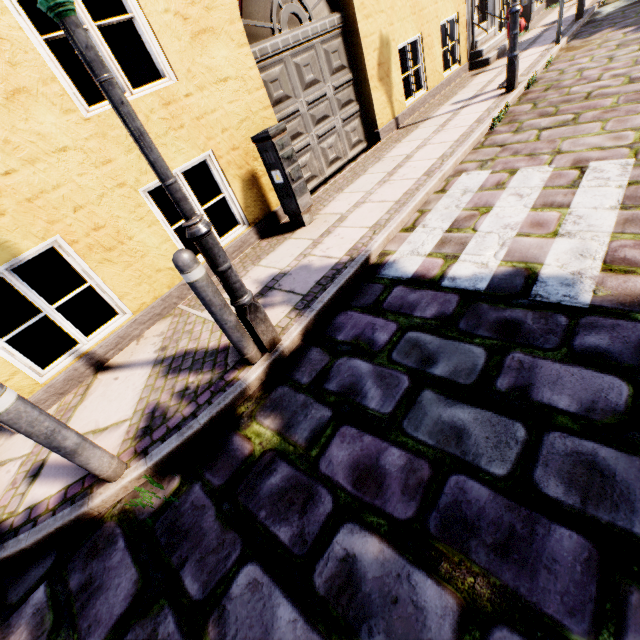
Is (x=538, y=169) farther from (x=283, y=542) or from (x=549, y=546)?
(x=283, y=542)

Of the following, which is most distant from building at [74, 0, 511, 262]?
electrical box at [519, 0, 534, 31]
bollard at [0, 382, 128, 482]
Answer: bollard at [0, 382, 128, 482]

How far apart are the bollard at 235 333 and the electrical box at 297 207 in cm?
237

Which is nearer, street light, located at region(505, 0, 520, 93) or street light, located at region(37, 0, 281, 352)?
street light, located at region(37, 0, 281, 352)

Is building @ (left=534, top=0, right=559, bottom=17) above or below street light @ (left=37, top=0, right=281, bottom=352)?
above

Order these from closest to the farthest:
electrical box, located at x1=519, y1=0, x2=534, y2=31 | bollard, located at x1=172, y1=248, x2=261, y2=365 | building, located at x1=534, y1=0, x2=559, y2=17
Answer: bollard, located at x1=172, y1=248, x2=261, y2=365, electrical box, located at x1=519, y1=0, x2=534, y2=31, building, located at x1=534, y1=0, x2=559, y2=17

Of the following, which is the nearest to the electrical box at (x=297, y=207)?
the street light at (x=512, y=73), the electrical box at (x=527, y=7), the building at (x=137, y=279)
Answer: the building at (x=137, y=279)

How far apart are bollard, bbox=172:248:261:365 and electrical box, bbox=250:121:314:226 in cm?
237
